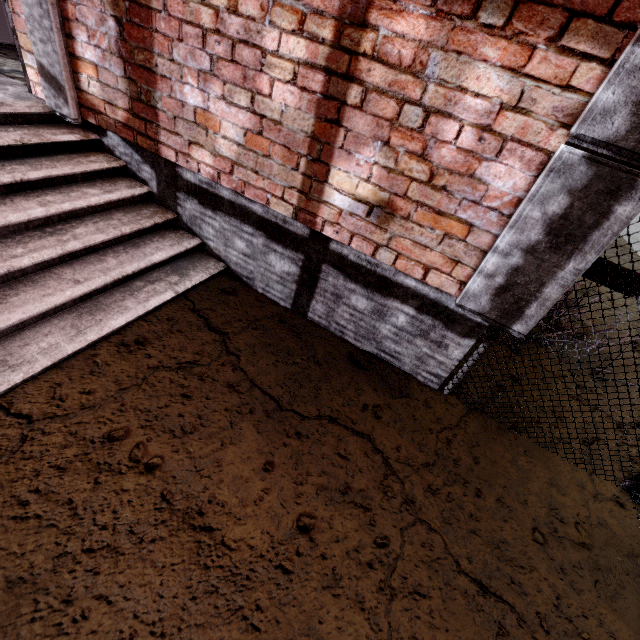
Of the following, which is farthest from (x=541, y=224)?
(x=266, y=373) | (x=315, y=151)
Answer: (x=266, y=373)

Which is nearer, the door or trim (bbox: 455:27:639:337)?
trim (bbox: 455:27:639:337)

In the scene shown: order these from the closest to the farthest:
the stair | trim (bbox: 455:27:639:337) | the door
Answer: trim (bbox: 455:27:639:337)
the stair
the door

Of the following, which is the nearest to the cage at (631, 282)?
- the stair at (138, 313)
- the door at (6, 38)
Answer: the stair at (138, 313)

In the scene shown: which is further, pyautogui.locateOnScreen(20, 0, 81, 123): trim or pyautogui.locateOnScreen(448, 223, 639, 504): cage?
pyautogui.locateOnScreen(20, 0, 81, 123): trim

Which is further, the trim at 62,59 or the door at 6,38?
the door at 6,38

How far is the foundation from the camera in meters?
2.3 m

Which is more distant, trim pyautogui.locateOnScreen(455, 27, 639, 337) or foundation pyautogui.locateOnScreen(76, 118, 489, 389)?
foundation pyautogui.locateOnScreen(76, 118, 489, 389)
